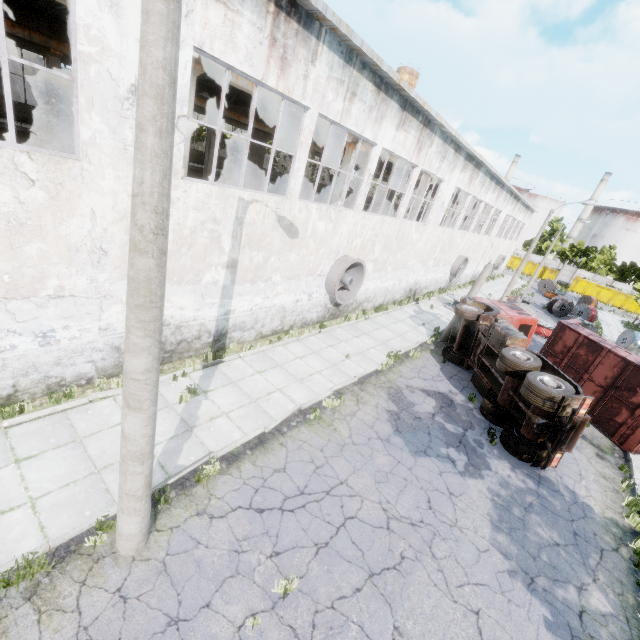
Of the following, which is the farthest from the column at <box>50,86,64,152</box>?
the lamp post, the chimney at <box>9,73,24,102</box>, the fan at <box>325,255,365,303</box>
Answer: the chimney at <box>9,73,24,102</box>

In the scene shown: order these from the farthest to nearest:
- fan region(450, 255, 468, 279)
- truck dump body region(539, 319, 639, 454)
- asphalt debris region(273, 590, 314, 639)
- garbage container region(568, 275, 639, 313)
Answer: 1. garbage container region(568, 275, 639, 313)
2. fan region(450, 255, 468, 279)
3. truck dump body region(539, 319, 639, 454)
4. asphalt debris region(273, 590, 314, 639)

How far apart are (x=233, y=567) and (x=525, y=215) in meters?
50.4

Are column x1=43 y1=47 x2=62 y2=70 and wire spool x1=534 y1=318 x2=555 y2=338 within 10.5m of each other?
no

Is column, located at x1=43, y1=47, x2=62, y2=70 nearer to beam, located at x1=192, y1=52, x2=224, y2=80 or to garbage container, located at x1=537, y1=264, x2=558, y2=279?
beam, located at x1=192, y1=52, x2=224, y2=80

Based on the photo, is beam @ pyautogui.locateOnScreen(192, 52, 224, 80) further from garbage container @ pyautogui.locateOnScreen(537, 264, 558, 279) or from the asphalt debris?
garbage container @ pyautogui.locateOnScreen(537, 264, 558, 279)

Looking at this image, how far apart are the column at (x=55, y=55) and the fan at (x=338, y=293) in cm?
1579

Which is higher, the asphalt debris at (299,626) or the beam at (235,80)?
the beam at (235,80)
